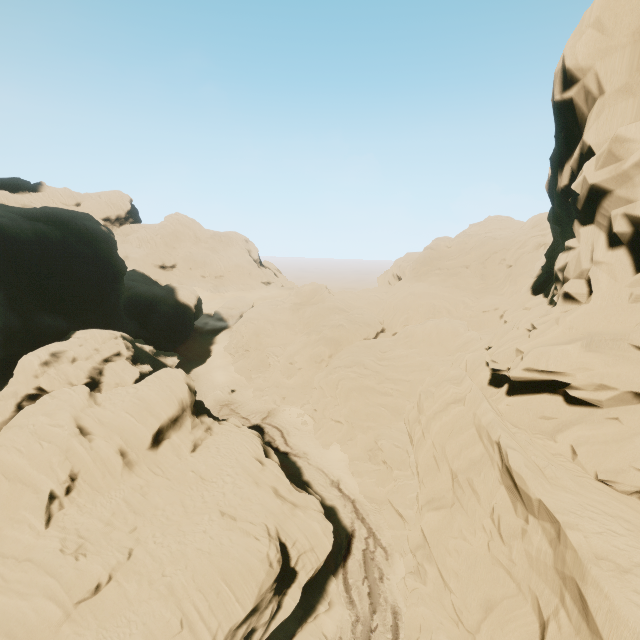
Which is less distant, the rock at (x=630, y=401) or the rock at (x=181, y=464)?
the rock at (x=630, y=401)

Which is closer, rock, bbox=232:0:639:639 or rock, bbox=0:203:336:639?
rock, bbox=232:0:639:639

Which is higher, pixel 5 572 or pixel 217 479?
pixel 5 572
